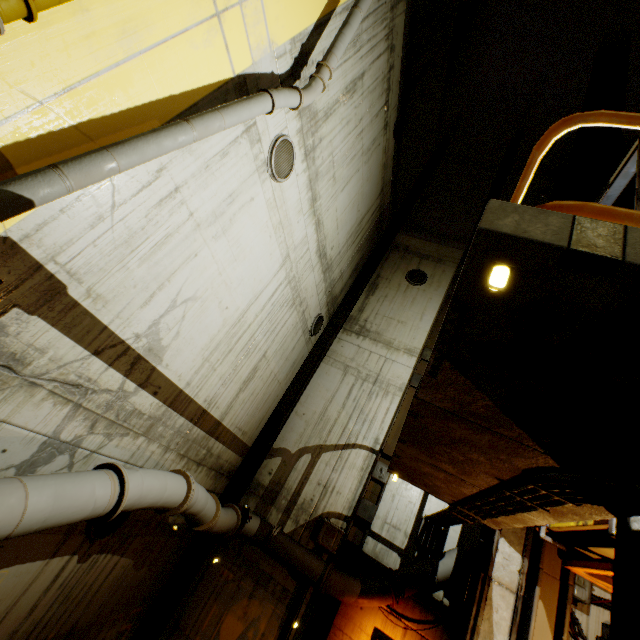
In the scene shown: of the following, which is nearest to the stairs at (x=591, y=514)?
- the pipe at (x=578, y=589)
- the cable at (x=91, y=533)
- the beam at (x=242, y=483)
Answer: the beam at (x=242, y=483)

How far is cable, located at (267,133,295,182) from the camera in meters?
5.7

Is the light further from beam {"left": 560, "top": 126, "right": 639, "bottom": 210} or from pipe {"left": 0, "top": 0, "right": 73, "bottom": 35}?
beam {"left": 560, "top": 126, "right": 639, "bottom": 210}

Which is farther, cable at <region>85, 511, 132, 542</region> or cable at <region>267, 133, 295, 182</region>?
cable at <region>267, 133, 295, 182</region>

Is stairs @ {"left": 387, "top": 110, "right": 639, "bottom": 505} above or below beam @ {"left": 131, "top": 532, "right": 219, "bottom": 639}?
above

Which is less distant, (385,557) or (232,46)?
(232,46)

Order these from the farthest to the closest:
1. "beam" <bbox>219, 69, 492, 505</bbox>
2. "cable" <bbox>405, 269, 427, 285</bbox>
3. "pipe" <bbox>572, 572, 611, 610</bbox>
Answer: "cable" <bbox>405, 269, 427, 285</bbox>
"beam" <bbox>219, 69, 492, 505</bbox>
"pipe" <bbox>572, 572, 611, 610</bbox>

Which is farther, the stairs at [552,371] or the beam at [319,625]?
the beam at [319,625]
